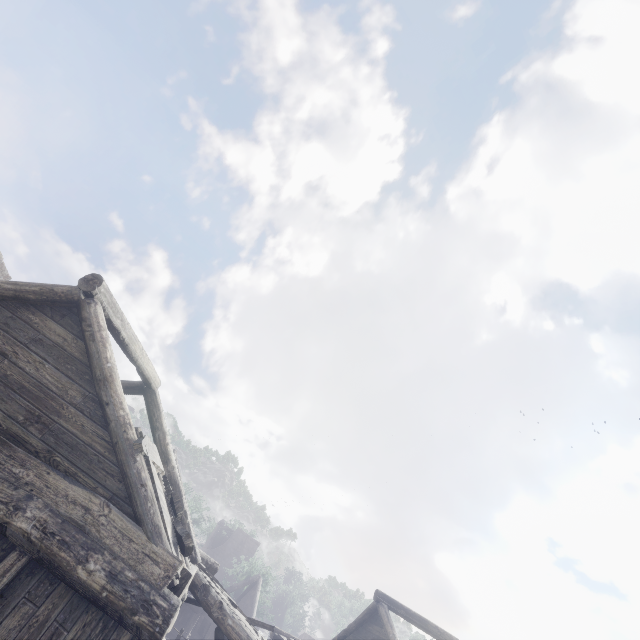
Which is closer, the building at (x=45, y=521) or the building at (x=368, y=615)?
the building at (x=45, y=521)

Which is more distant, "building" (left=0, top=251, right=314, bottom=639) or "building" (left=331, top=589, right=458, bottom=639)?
"building" (left=331, top=589, right=458, bottom=639)

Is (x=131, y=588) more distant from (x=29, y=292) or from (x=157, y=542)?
(x=29, y=292)
